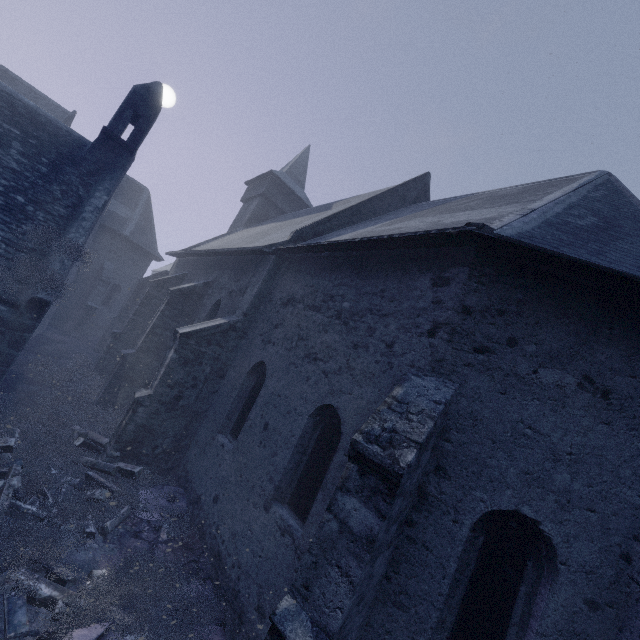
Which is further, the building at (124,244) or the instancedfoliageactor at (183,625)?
the instancedfoliageactor at (183,625)

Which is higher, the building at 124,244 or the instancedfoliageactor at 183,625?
the building at 124,244

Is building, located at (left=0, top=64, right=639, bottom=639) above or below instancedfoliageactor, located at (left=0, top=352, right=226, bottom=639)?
above

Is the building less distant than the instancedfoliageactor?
Yes

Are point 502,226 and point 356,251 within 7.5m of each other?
yes
